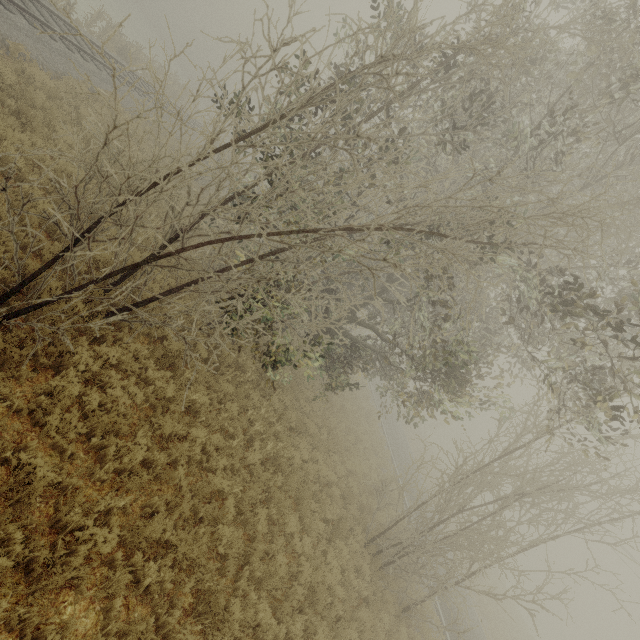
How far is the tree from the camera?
8.9 meters

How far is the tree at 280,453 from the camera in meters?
8.9 m

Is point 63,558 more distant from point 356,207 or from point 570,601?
point 570,601
